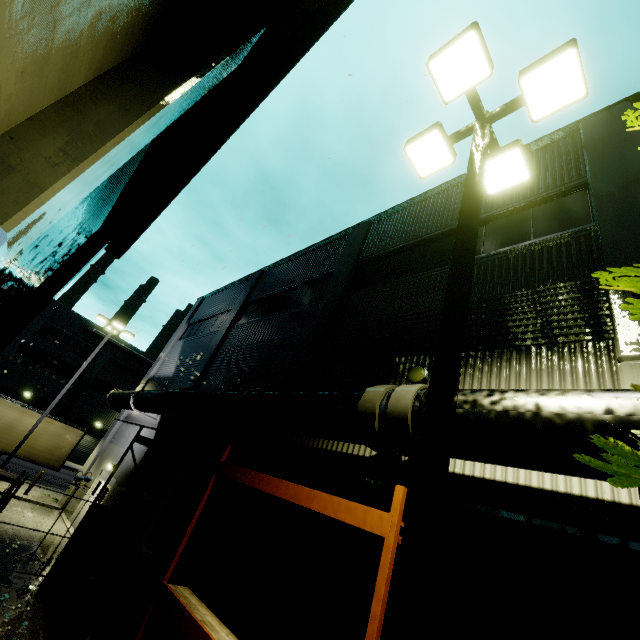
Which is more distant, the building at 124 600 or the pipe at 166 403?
the building at 124 600

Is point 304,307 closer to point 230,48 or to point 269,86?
point 269,86

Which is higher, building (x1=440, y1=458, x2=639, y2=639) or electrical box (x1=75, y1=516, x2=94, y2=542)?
building (x1=440, y1=458, x2=639, y2=639)

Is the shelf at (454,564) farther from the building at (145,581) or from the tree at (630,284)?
the tree at (630,284)

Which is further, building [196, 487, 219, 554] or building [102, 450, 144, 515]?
building [102, 450, 144, 515]

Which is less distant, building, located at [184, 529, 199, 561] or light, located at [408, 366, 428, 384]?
light, located at [408, 366, 428, 384]

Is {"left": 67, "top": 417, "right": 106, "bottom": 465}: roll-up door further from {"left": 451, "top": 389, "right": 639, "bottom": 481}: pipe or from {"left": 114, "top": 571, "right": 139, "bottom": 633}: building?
{"left": 451, "top": 389, "right": 639, "bottom": 481}: pipe

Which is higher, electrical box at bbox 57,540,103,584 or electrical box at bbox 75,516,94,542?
electrical box at bbox 75,516,94,542
